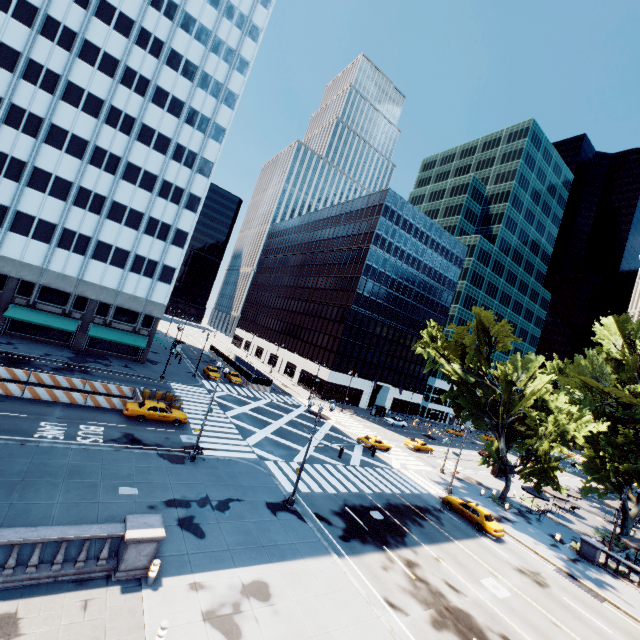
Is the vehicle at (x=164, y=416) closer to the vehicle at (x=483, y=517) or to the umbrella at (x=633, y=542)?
the vehicle at (x=483, y=517)

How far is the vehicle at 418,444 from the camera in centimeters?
4722cm

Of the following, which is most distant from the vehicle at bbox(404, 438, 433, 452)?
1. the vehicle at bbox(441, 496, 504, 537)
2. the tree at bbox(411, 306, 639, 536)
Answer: the vehicle at bbox(441, 496, 504, 537)

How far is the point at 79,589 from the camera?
11.50m

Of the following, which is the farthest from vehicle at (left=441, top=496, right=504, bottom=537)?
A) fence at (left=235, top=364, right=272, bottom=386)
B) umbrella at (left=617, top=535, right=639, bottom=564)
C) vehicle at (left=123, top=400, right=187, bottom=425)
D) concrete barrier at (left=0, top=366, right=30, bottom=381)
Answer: fence at (left=235, top=364, right=272, bottom=386)

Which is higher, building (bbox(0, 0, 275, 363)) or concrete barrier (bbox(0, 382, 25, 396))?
building (bbox(0, 0, 275, 363))

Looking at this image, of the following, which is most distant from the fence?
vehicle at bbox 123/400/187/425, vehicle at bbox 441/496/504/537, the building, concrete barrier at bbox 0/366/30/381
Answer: vehicle at bbox 441/496/504/537

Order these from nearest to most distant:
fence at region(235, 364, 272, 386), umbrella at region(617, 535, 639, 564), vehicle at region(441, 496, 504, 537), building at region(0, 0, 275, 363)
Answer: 1. vehicle at region(441, 496, 504, 537)
2. umbrella at region(617, 535, 639, 564)
3. building at region(0, 0, 275, 363)
4. fence at region(235, 364, 272, 386)
